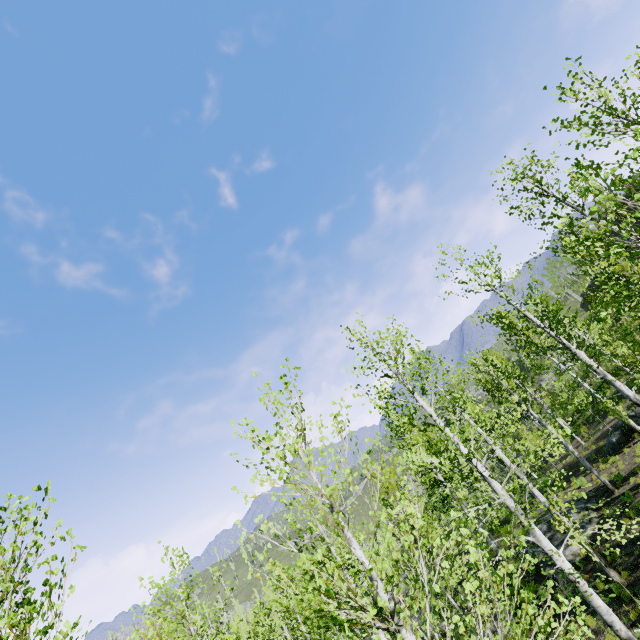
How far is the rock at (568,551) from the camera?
13.8m

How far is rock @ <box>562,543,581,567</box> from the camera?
13.8 meters

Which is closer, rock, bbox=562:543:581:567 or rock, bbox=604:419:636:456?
rock, bbox=562:543:581:567

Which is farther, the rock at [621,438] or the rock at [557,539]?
the rock at [621,438]

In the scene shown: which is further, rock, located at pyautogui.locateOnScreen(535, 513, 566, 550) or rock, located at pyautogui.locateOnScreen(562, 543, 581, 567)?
rock, located at pyautogui.locateOnScreen(535, 513, 566, 550)

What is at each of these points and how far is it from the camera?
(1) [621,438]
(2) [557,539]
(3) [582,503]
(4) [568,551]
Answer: (1) rock, 18.7 meters
(2) rock, 15.2 meters
(3) rock, 16.3 meters
(4) rock, 14.2 meters
